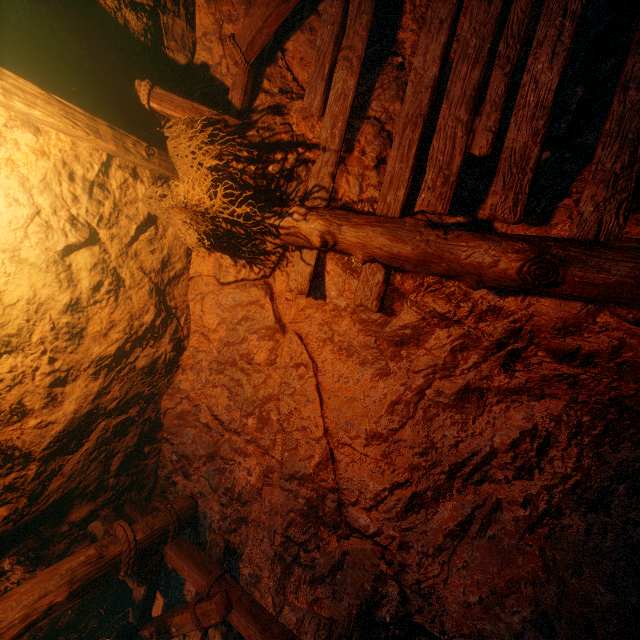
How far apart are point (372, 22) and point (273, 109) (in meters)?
1.08
